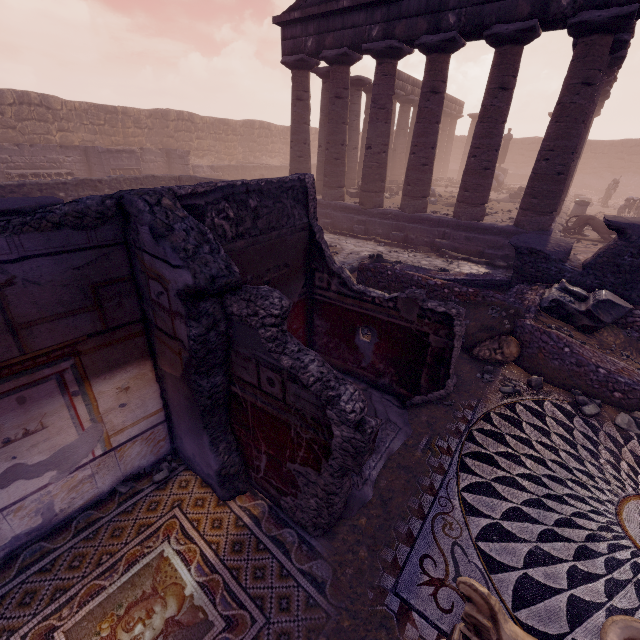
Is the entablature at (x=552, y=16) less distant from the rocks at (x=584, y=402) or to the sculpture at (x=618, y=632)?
the rocks at (x=584, y=402)

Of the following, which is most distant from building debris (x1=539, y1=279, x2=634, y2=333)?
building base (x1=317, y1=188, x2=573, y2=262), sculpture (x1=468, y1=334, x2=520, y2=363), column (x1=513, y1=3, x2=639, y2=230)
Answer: column (x1=513, y1=3, x2=639, y2=230)

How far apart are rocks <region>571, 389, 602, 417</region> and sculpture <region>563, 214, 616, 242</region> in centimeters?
1241cm

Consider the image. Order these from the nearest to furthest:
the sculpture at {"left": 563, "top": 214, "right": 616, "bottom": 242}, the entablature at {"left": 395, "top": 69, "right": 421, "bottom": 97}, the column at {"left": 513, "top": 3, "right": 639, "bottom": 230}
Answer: the column at {"left": 513, "top": 3, "right": 639, "bottom": 230} < the sculpture at {"left": 563, "top": 214, "right": 616, "bottom": 242} < the entablature at {"left": 395, "top": 69, "right": 421, "bottom": 97}

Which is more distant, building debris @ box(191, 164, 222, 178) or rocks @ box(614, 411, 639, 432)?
building debris @ box(191, 164, 222, 178)

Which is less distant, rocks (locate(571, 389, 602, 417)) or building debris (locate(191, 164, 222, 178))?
rocks (locate(571, 389, 602, 417))

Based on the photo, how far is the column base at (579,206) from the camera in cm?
1654

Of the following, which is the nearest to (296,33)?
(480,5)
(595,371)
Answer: (480,5)
